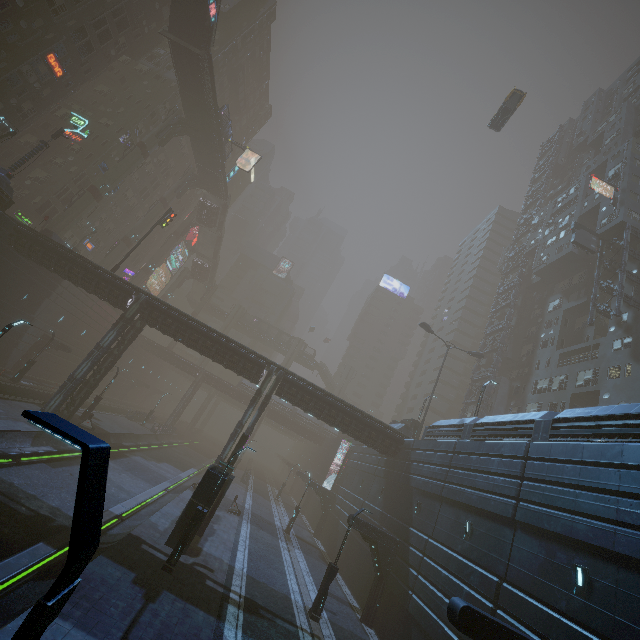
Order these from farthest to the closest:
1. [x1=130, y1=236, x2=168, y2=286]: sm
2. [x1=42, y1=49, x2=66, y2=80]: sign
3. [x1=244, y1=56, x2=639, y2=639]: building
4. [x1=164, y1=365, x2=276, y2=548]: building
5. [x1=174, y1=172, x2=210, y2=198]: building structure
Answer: [x1=130, y1=236, x2=168, y2=286]: sm < [x1=174, y1=172, x2=210, y2=198]: building structure < [x1=42, y1=49, x2=66, y2=80]: sign < [x1=164, y1=365, x2=276, y2=548]: building < [x1=244, y1=56, x2=639, y2=639]: building

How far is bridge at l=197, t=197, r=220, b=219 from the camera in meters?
58.6 m

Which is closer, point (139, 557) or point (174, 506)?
point (139, 557)

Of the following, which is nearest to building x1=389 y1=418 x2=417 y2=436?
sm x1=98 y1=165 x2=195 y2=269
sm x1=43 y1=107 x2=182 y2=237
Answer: sm x1=98 y1=165 x2=195 y2=269

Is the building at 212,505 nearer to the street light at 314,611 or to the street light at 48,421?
the street light at 48,421

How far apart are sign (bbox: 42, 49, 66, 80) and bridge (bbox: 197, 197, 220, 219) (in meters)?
24.54

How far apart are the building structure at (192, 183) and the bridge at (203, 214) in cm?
356

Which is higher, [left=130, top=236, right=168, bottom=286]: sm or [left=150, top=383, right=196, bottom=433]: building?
[left=130, top=236, right=168, bottom=286]: sm
